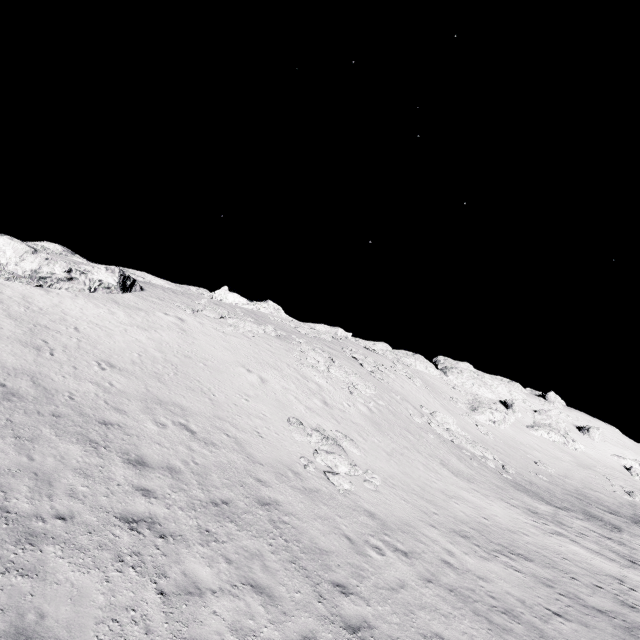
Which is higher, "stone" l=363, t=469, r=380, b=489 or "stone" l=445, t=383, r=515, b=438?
"stone" l=445, t=383, r=515, b=438

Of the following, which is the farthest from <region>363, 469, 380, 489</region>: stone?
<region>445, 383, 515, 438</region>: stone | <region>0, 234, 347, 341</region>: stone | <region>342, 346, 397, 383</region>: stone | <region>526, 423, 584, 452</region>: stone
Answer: <region>526, 423, 584, 452</region>: stone

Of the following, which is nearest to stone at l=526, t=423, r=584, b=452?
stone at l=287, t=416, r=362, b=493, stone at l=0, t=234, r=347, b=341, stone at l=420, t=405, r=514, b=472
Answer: stone at l=420, t=405, r=514, b=472

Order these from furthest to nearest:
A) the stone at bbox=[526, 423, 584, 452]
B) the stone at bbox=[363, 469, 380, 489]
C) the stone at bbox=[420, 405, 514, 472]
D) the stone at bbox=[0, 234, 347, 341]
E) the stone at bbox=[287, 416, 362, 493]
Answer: the stone at bbox=[526, 423, 584, 452] → the stone at bbox=[420, 405, 514, 472] → the stone at bbox=[0, 234, 347, 341] → the stone at bbox=[363, 469, 380, 489] → the stone at bbox=[287, 416, 362, 493]

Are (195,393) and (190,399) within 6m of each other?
yes

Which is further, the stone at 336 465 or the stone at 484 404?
the stone at 484 404

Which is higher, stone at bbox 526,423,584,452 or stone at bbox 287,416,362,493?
stone at bbox 526,423,584,452

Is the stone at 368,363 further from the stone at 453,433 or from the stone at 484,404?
the stone at 484,404
